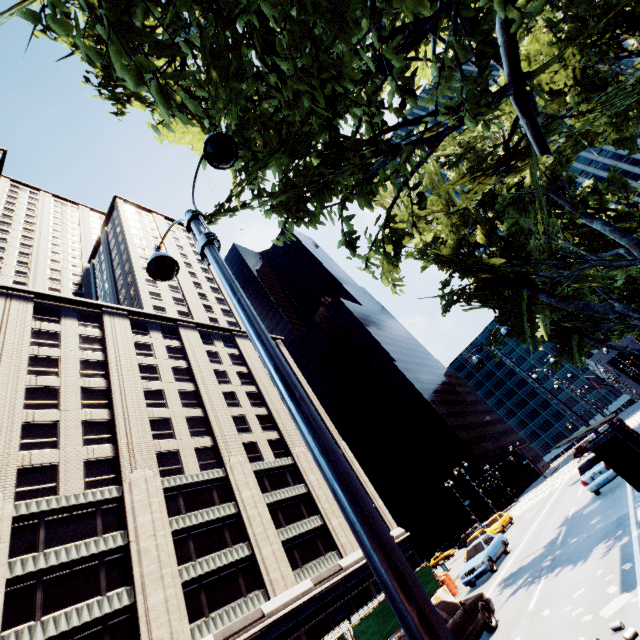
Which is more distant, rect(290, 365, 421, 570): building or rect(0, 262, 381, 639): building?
rect(290, 365, 421, 570): building

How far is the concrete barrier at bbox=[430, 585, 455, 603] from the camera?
17.4m

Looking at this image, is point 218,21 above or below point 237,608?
above

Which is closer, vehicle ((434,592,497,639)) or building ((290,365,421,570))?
vehicle ((434,592,497,639))

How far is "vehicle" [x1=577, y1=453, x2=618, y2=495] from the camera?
15.68m

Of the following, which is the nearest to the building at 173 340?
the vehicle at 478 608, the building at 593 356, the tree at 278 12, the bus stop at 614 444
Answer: the tree at 278 12

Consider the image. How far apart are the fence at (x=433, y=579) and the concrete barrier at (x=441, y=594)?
0.00m

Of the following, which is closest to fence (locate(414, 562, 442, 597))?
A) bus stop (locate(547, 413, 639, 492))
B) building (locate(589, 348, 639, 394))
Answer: bus stop (locate(547, 413, 639, 492))
